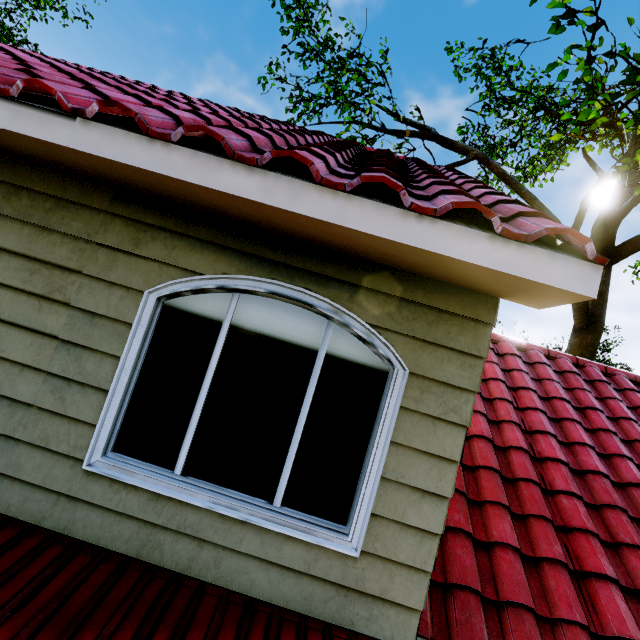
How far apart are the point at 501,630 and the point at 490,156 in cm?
2361
